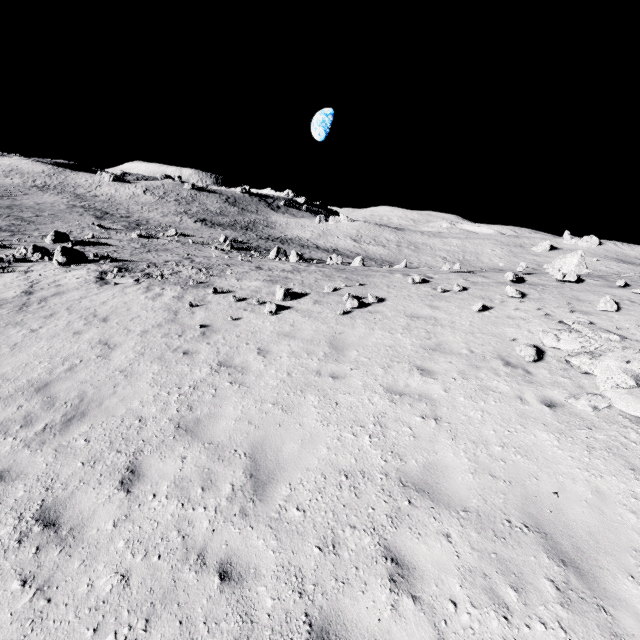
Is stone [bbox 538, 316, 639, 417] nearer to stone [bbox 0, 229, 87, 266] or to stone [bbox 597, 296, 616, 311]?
stone [bbox 597, 296, 616, 311]

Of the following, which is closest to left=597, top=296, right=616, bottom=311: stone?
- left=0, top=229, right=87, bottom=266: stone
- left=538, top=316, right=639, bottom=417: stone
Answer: left=538, top=316, right=639, bottom=417: stone

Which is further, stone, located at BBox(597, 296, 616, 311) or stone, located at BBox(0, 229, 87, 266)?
stone, located at BBox(0, 229, 87, 266)

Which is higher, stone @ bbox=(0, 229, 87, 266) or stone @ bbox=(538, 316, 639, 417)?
stone @ bbox=(538, 316, 639, 417)

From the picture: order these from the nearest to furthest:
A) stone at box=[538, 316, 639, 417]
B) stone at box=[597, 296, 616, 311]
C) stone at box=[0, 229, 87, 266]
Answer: stone at box=[538, 316, 639, 417] < stone at box=[597, 296, 616, 311] < stone at box=[0, 229, 87, 266]

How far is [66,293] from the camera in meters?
13.9 m

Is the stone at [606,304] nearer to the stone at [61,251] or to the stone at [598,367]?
the stone at [598,367]

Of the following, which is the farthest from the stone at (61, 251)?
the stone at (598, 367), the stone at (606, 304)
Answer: the stone at (606, 304)
